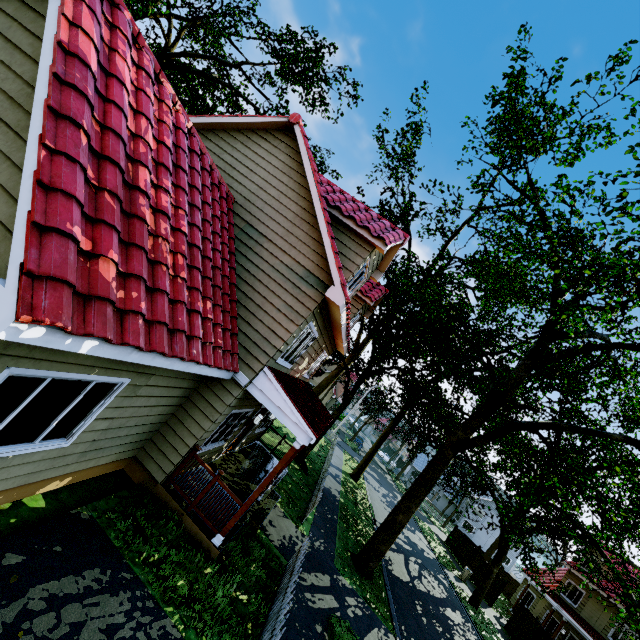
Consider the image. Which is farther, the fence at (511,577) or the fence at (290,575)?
the fence at (511,577)

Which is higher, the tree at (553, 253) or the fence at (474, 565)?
the tree at (553, 253)

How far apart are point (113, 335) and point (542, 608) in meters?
40.2 m

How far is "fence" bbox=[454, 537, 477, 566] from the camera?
30.3m

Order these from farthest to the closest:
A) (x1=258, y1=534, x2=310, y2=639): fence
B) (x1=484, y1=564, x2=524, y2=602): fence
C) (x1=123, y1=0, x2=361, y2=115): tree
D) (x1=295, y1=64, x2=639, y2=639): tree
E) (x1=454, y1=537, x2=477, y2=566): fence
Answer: (x1=454, y1=537, x2=477, y2=566): fence → (x1=484, y1=564, x2=524, y2=602): fence → (x1=123, y1=0, x2=361, y2=115): tree → (x1=295, y1=64, x2=639, y2=639): tree → (x1=258, y1=534, x2=310, y2=639): fence

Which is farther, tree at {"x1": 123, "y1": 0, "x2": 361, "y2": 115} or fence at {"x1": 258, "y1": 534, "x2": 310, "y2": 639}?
tree at {"x1": 123, "y1": 0, "x2": 361, "y2": 115}
